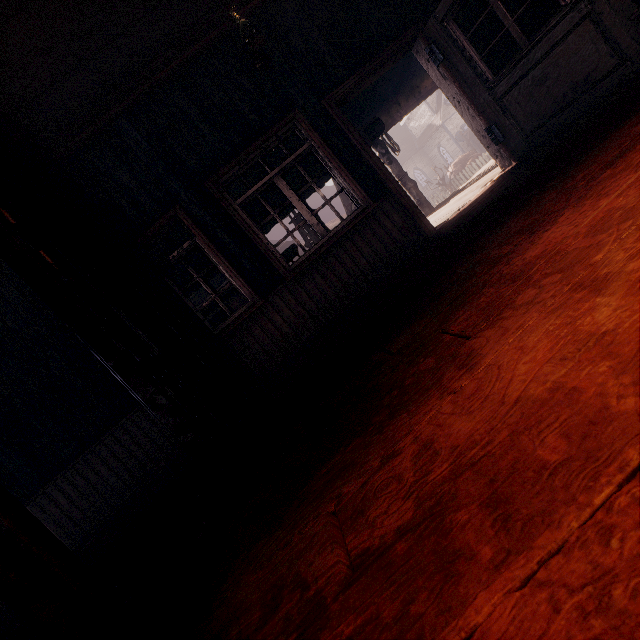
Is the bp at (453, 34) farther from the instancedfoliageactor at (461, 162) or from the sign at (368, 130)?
the instancedfoliageactor at (461, 162)

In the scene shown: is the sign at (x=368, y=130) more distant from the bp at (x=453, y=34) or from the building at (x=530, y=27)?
the bp at (x=453, y=34)

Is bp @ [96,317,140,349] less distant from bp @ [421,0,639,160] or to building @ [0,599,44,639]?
building @ [0,599,44,639]

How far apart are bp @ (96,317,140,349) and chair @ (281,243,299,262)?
2.3 meters

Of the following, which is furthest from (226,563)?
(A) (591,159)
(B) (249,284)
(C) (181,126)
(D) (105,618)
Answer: (C) (181,126)

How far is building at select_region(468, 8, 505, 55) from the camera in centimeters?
452cm

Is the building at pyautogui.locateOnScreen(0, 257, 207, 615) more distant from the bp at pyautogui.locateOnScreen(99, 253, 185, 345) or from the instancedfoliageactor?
the instancedfoliageactor

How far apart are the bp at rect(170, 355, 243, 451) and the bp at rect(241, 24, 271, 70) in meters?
3.2 m
